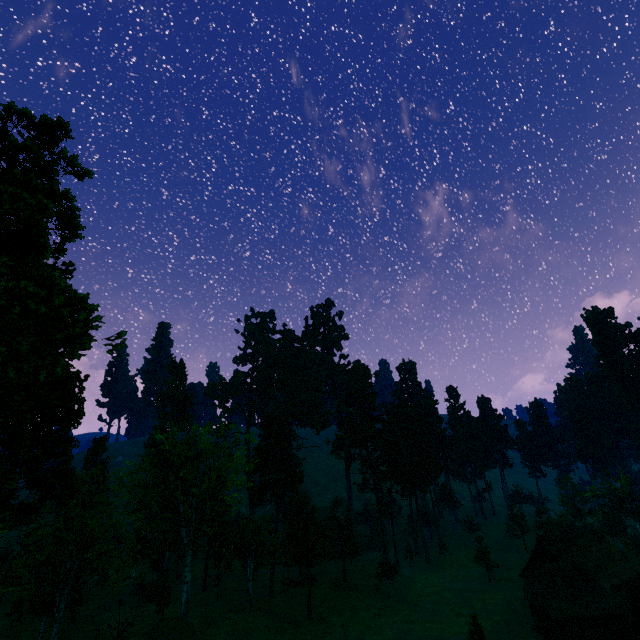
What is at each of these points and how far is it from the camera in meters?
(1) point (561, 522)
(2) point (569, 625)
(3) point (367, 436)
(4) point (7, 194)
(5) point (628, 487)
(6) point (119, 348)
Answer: (1) treerock, 59.3 m
(2) building, 31.1 m
(3) treerock, 55.0 m
(4) treerock, 15.8 m
(5) treerock, 57.2 m
(6) treerock, 14.6 m

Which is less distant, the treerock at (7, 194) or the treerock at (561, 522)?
the treerock at (7, 194)

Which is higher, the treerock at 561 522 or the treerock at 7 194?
the treerock at 7 194

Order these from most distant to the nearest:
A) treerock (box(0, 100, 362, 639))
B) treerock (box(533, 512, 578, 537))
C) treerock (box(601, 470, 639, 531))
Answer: treerock (box(601, 470, 639, 531))
treerock (box(533, 512, 578, 537))
treerock (box(0, 100, 362, 639))

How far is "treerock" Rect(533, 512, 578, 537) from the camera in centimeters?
5413cm

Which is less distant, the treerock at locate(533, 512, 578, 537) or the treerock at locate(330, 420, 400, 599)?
the treerock at locate(330, 420, 400, 599)
